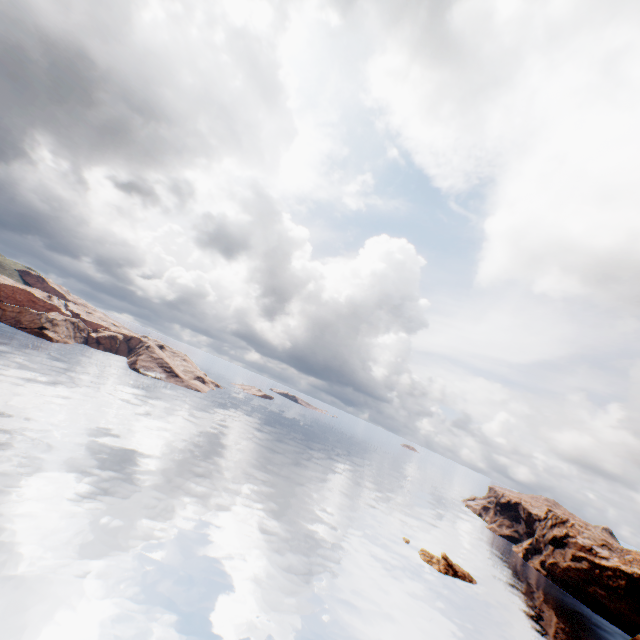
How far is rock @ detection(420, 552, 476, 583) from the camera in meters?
56.8

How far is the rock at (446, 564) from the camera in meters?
56.8 m

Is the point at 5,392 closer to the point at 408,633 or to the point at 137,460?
the point at 137,460
